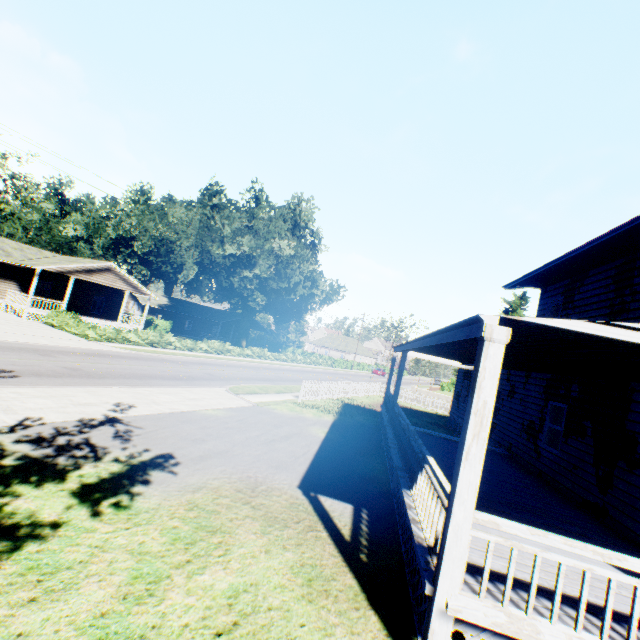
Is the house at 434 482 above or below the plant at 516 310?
below

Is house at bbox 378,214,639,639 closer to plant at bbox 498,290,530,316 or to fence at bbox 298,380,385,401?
plant at bbox 498,290,530,316

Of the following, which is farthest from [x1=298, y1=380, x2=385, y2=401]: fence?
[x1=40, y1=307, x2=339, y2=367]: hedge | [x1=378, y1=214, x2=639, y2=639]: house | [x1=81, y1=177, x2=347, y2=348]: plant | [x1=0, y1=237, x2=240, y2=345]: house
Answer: [x1=0, y1=237, x2=240, y2=345]: house

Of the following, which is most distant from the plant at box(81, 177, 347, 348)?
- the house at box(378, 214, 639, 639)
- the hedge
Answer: the hedge

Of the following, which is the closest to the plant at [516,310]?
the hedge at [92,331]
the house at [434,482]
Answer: the house at [434,482]

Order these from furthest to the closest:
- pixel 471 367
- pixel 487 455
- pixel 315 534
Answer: pixel 471 367, pixel 487 455, pixel 315 534

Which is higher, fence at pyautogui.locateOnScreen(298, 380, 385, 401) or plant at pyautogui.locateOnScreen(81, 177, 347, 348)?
plant at pyautogui.locateOnScreen(81, 177, 347, 348)
